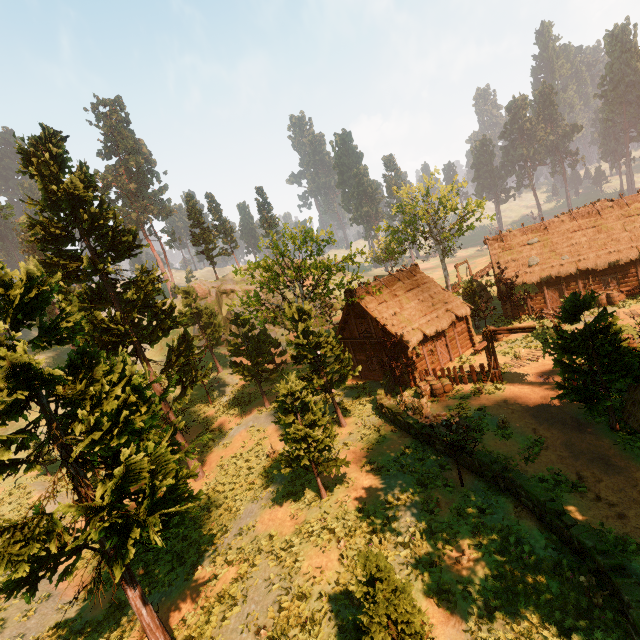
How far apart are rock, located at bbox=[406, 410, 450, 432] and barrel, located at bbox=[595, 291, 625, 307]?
18.5 meters

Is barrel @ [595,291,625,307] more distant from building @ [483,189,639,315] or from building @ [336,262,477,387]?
building @ [336,262,477,387]

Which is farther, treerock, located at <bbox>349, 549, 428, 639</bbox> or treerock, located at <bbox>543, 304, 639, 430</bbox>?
treerock, located at <bbox>543, 304, 639, 430</bbox>

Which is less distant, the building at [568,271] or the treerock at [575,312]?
the treerock at [575,312]

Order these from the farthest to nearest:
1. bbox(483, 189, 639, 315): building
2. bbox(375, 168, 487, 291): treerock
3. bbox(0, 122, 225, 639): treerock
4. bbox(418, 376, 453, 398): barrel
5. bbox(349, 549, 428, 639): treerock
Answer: bbox(375, 168, 487, 291): treerock → bbox(483, 189, 639, 315): building → bbox(418, 376, 453, 398): barrel → bbox(0, 122, 225, 639): treerock → bbox(349, 549, 428, 639): treerock

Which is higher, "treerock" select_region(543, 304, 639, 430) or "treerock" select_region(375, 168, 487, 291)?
"treerock" select_region(375, 168, 487, 291)

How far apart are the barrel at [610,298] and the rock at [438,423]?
18.5 meters

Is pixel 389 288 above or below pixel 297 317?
below
